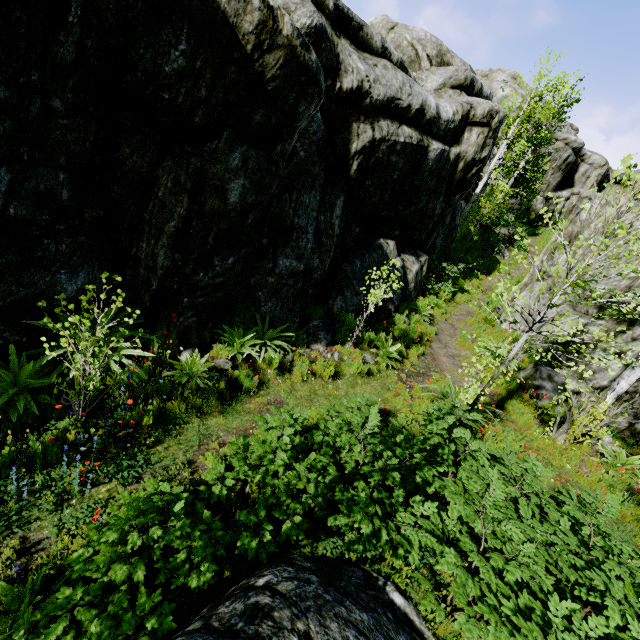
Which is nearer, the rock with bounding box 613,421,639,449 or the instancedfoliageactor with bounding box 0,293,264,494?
the instancedfoliageactor with bounding box 0,293,264,494

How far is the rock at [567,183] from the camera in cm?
1307

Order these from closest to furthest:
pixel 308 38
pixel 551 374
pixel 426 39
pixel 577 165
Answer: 1. pixel 308 38
2. pixel 551 374
3. pixel 426 39
4. pixel 577 165

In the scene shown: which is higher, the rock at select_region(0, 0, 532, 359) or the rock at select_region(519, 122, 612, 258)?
the rock at select_region(519, 122, 612, 258)

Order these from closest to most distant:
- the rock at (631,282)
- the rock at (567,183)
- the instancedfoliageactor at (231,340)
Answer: the instancedfoliageactor at (231,340)
the rock at (631,282)
the rock at (567,183)
